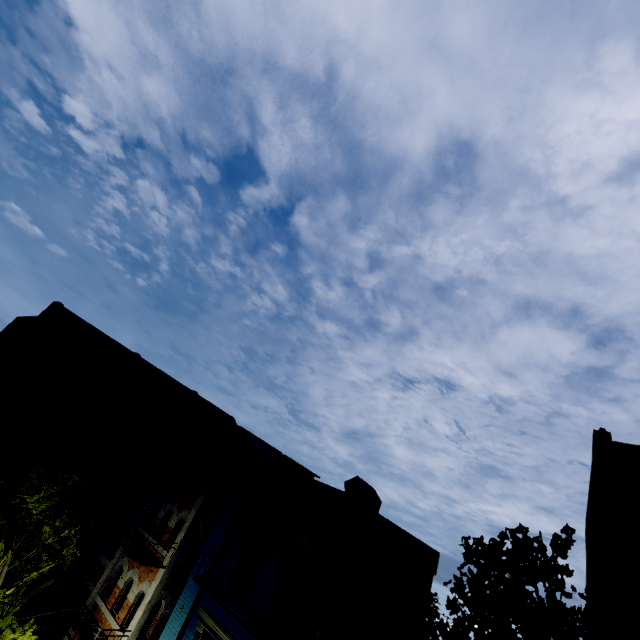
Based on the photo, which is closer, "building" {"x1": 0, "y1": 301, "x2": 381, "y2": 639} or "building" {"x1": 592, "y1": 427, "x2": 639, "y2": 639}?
"building" {"x1": 592, "y1": 427, "x2": 639, "y2": 639}

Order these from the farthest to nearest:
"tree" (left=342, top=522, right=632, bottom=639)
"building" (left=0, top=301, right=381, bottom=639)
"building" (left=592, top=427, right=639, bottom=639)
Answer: "building" (left=0, top=301, right=381, bottom=639), "building" (left=592, top=427, right=639, bottom=639), "tree" (left=342, top=522, right=632, bottom=639)

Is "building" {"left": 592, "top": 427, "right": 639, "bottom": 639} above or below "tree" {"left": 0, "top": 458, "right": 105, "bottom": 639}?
above

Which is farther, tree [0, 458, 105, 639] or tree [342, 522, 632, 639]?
tree [0, 458, 105, 639]

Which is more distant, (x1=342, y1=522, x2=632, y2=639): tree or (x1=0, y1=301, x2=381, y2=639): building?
(x1=0, y1=301, x2=381, y2=639): building

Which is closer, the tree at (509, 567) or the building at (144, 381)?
the tree at (509, 567)

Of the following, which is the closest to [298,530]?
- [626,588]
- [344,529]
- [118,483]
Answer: [344,529]
